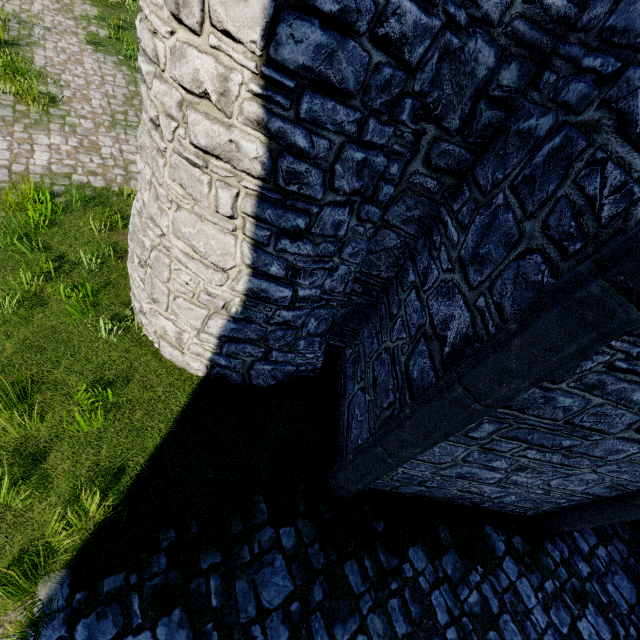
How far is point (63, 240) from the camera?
5.9 meters
